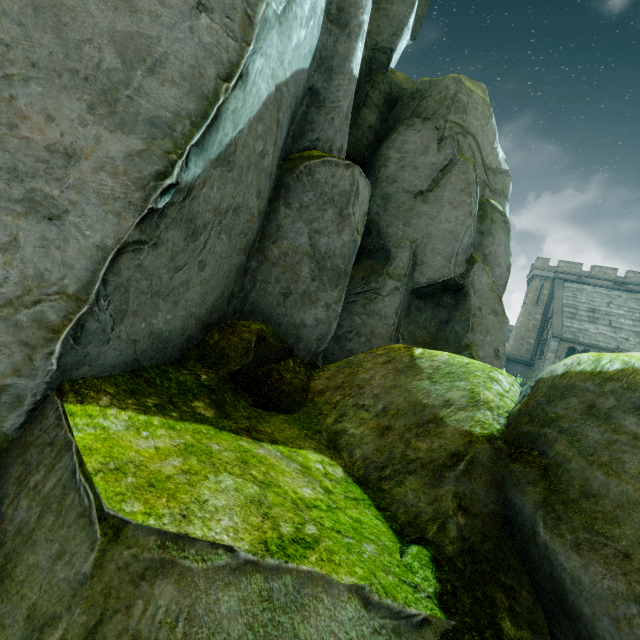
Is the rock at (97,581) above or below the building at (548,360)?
below

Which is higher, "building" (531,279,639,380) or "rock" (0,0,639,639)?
"building" (531,279,639,380)

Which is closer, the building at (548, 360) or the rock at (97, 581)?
the rock at (97, 581)

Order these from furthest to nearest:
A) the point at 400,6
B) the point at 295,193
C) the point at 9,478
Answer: the point at 400,6 → the point at 295,193 → the point at 9,478

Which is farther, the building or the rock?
the building
